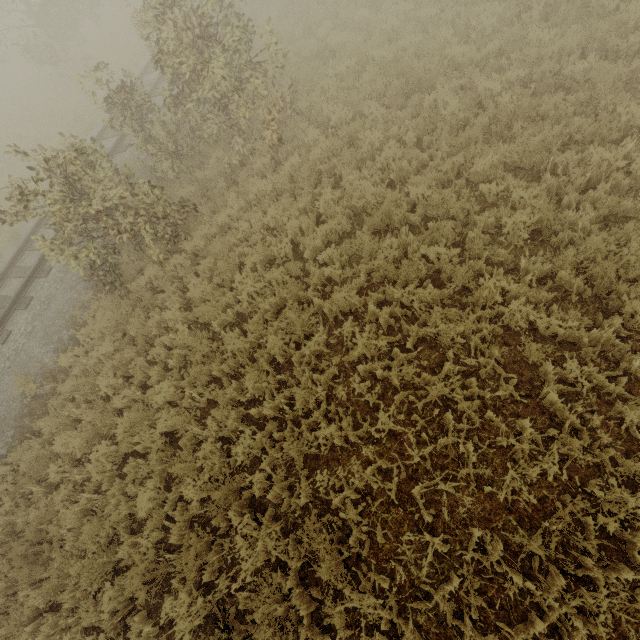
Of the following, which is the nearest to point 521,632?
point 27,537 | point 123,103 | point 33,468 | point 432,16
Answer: point 27,537
